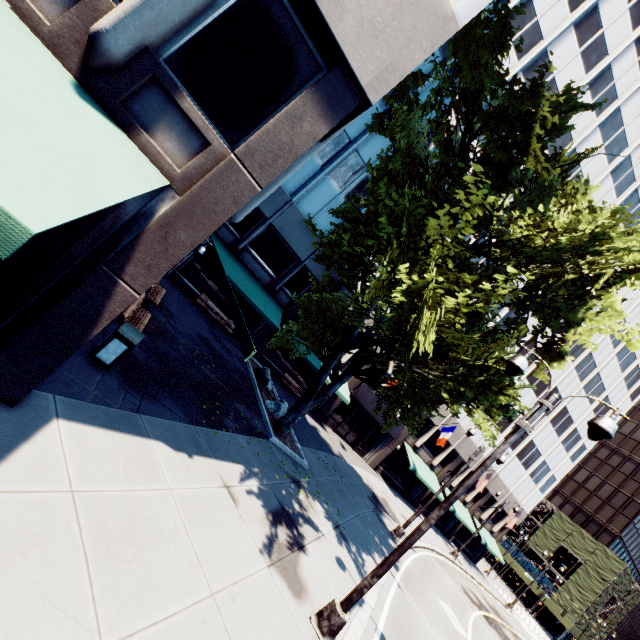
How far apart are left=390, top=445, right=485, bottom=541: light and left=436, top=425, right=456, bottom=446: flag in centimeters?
886cm

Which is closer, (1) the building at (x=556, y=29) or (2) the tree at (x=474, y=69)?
(2) the tree at (x=474, y=69)

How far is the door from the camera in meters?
27.8

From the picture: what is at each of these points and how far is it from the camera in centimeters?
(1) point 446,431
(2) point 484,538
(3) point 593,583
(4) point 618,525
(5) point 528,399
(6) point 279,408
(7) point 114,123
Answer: (1) flag, 2684cm
(2) building, 3509cm
(3) scaffolding, 4784cm
(4) building, 5319cm
(5) building, 3384cm
(6) rock, 1587cm
(7) building, 424cm

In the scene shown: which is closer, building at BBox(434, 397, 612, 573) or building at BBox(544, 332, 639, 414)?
building at BBox(544, 332, 639, 414)

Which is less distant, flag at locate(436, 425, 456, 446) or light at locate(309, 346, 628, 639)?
light at locate(309, 346, 628, 639)

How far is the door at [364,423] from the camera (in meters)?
27.77
